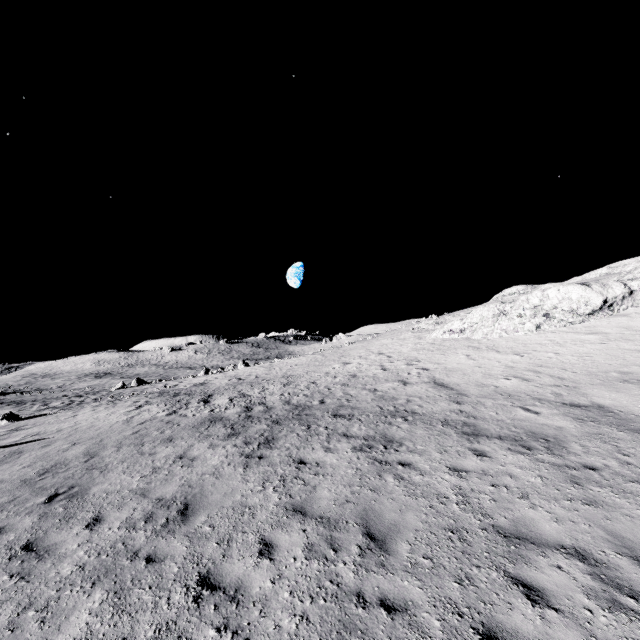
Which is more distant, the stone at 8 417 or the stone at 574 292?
the stone at 8 417

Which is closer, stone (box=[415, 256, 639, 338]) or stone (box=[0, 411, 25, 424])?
stone (box=[415, 256, 639, 338])

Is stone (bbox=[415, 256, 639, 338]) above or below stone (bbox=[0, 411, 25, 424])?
above

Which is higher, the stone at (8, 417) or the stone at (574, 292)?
the stone at (574, 292)

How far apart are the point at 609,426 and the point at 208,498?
10.84m
